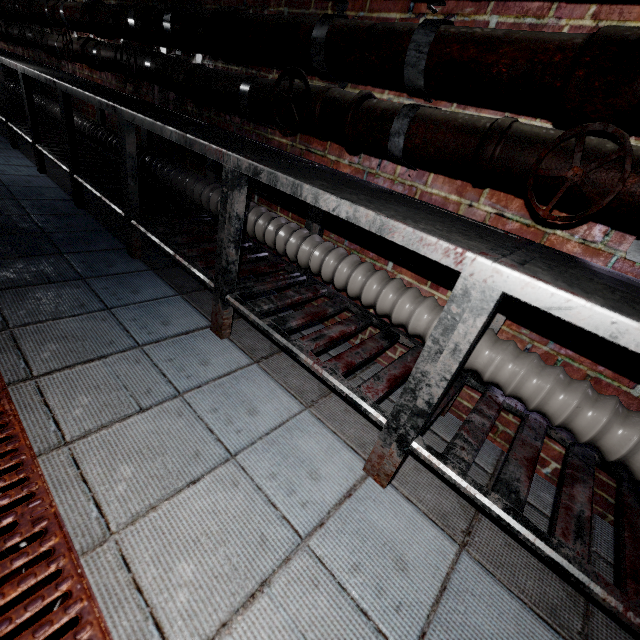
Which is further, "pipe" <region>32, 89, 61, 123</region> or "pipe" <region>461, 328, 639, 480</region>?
"pipe" <region>32, 89, 61, 123</region>

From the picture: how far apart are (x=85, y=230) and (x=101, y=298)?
0.99m

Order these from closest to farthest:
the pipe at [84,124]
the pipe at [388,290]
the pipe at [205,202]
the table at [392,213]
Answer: the table at [392,213]
the pipe at [388,290]
the pipe at [205,202]
the pipe at [84,124]

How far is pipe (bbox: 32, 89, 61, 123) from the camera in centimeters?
354cm

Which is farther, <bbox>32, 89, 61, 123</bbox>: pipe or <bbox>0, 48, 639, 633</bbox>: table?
<bbox>32, 89, 61, 123</bbox>: pipe

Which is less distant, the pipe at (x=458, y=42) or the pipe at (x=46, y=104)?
the pipe at (x=458, y=42)

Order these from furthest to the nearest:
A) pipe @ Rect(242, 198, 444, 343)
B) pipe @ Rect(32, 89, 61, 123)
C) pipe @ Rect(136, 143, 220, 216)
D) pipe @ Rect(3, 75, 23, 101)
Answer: pipe @ Rect(3, 75, 23, 101) < pipe @ Rect(32, 89, 61, 123) < pipe @ Rect(136, 143, 220, 216) < pipe @ Rect(242, 198, 444, 343)
